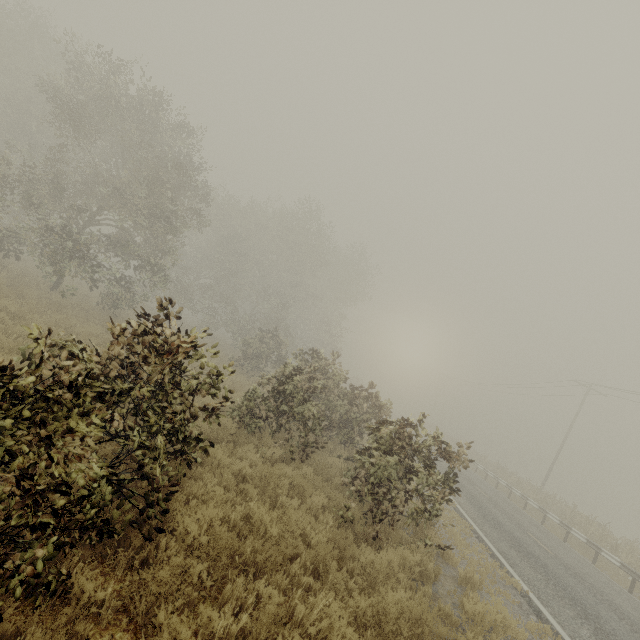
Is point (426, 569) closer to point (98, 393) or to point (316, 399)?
point (98, 393)
